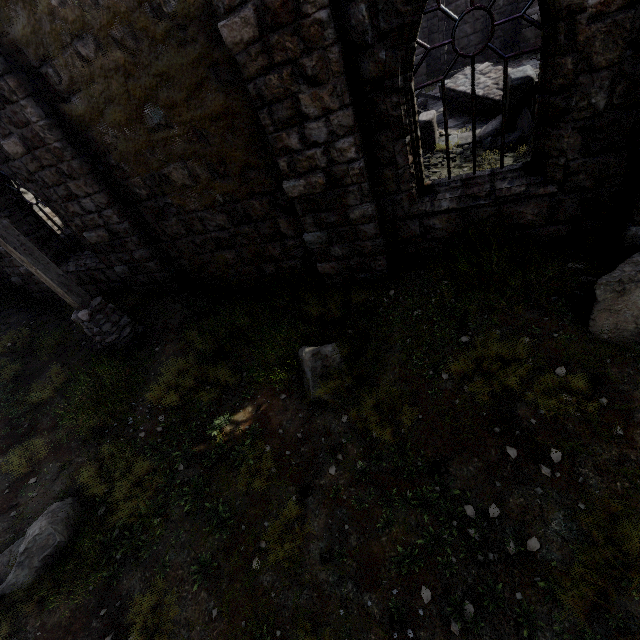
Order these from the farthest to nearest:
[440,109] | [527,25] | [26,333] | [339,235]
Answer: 1. [527,25]
2. [440,109]
3. [26,333]
4. [339,235]

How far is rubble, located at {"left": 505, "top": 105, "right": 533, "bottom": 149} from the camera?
7.62m

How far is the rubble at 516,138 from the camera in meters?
7.6

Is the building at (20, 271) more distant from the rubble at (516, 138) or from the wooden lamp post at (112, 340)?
the wooden lamp post at (112, 340)

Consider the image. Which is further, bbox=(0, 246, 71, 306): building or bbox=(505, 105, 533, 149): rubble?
bbox=(0, 246, 71, 306): building

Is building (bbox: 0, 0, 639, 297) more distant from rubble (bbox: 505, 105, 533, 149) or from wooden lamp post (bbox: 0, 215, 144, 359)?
wooden lamp post (bbox: 0, 215, 144, 359)
